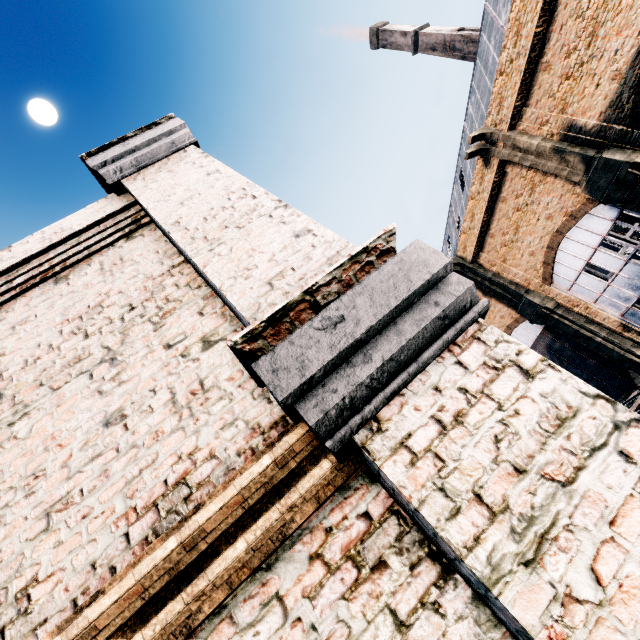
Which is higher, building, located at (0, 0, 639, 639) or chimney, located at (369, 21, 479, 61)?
chimney, located at (369, 21, 479, 61)

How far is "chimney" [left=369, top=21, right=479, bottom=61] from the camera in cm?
4916

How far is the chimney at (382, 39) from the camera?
49.2 meters

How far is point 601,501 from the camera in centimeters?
137cm

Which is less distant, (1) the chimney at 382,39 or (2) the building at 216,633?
(2) the building at 216,633

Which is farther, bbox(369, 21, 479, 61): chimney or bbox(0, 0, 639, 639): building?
bbox(369, 21, 479, 61): chimney
